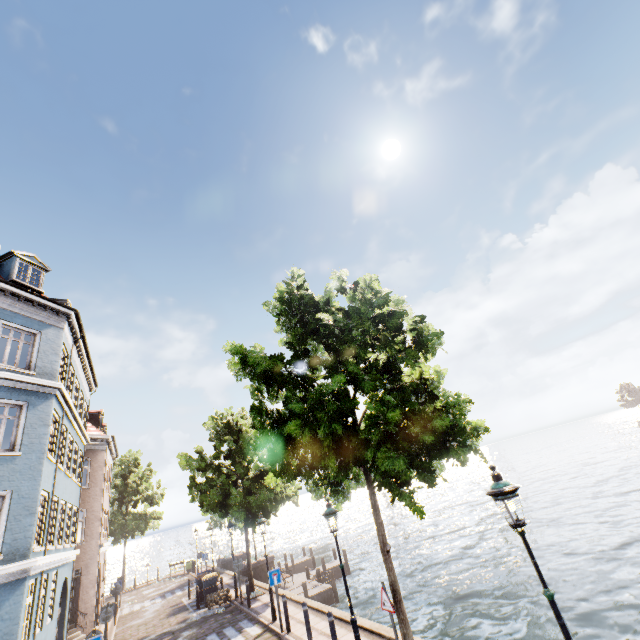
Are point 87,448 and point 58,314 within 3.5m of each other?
no

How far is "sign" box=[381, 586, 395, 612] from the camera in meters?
7.2

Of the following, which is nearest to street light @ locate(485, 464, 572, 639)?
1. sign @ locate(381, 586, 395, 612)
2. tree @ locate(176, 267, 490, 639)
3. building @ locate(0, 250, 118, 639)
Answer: tree @ locate(176, 267, 490, 639)

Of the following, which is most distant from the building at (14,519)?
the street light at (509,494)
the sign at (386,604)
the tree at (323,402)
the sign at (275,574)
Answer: the sign at (386,604)

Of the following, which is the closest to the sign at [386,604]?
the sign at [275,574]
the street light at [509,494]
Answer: the street light at [509,494]

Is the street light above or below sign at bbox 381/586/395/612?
above

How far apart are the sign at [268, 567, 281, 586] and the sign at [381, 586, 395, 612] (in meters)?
6.66

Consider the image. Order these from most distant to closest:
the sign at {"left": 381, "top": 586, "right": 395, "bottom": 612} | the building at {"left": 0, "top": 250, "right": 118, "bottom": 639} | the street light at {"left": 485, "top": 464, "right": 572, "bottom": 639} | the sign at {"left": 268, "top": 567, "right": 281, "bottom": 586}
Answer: the sign at {"left": 268, "top": 567, "right": 281, "bottom": 586} < the building at {"left": 0, "top": 250, "right": 118, "bottom": 639} < the sign at {"left": 381, "top": 586, "right": 395, "bottom": 612} < the street light at {"left": 485, "top": 464, "right": 572, "bottom": 639}
